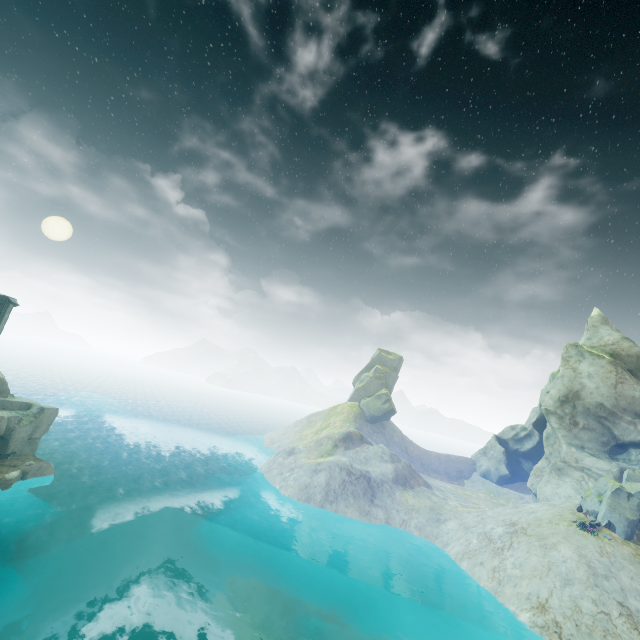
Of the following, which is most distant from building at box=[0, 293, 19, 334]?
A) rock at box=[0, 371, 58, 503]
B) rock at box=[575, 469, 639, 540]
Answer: rock at box=[575, 469, 639, 540]

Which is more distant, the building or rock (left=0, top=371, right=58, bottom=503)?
the building

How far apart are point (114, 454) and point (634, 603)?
71.20m

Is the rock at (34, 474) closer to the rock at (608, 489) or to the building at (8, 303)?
the building at (8, 303)

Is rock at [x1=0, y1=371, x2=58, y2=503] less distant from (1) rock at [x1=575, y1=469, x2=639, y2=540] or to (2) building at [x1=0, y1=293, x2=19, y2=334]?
(2) building at [x1=0, y1=293, x2=19, y2=334]

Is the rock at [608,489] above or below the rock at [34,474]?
above

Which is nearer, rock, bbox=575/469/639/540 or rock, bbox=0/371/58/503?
rock, bbox=0/371/58/503
